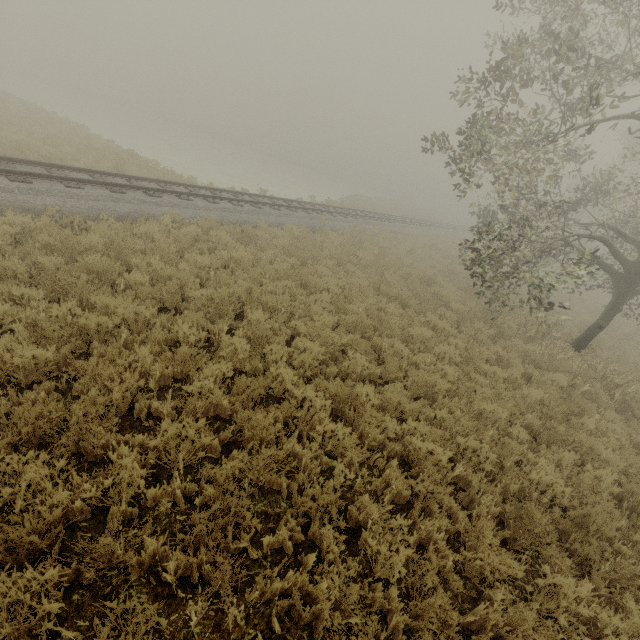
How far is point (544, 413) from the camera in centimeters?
708cm
